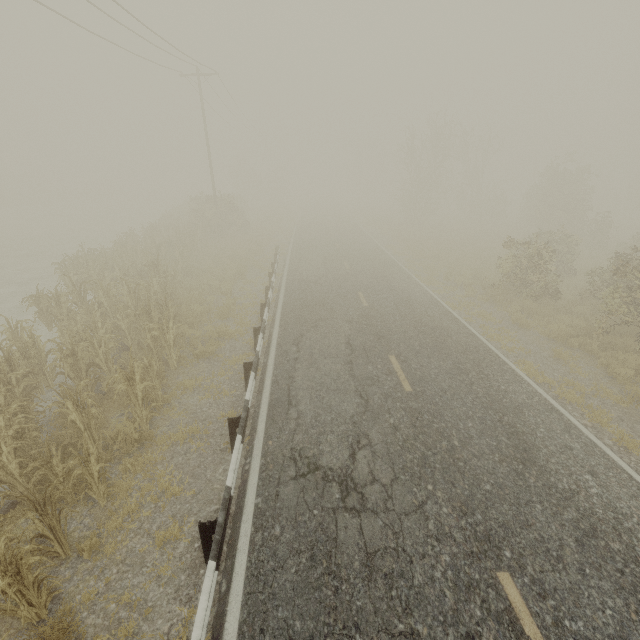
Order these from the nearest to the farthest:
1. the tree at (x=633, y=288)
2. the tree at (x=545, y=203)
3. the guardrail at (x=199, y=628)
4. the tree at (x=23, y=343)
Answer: the guardrail at (x=199, y=628) < the tree at (x=23, y=343) < the tree at (x=633, y=288) < the tree at (x=545, y=203)

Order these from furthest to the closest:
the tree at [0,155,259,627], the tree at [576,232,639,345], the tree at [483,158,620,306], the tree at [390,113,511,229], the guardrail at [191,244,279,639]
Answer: the tree at [390,113,511,229] < the tree at [483,158,620,306] < the tree at [576,232,639,345] < the tree at [0,155,259,627] < the guardrail at [191,244,279,639]

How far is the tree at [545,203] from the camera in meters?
14.5 m

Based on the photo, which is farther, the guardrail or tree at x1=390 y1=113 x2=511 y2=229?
tree at x1=390 y1=113 x2=511 y2=229

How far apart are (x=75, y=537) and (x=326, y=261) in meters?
17.4

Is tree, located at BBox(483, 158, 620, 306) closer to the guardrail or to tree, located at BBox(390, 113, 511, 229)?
the guardrail
